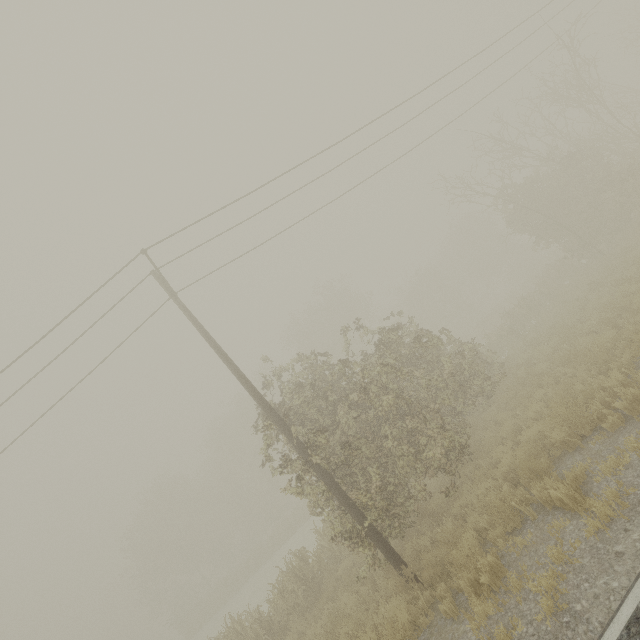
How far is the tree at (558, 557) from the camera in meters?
4.8

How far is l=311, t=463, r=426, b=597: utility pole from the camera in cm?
739

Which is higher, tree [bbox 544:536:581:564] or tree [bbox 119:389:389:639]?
tree [bbox 119:389:389:639]

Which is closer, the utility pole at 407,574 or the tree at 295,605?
the utility pole at 407,574

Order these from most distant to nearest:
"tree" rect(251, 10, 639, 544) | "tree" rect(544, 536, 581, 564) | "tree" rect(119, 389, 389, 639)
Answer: "tree" rect(119, 389, 389, 639), "tree" rect(251, 10, 639, 544), "tree" rect(544, 536, 581, 564)

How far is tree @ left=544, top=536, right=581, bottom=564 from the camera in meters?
4.8 m

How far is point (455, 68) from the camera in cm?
1318

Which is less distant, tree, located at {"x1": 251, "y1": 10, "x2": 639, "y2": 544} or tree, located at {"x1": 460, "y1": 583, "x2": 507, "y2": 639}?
tree, located at {"x1": 460, "y1": 583, "x2": 507, "y2": 639}
